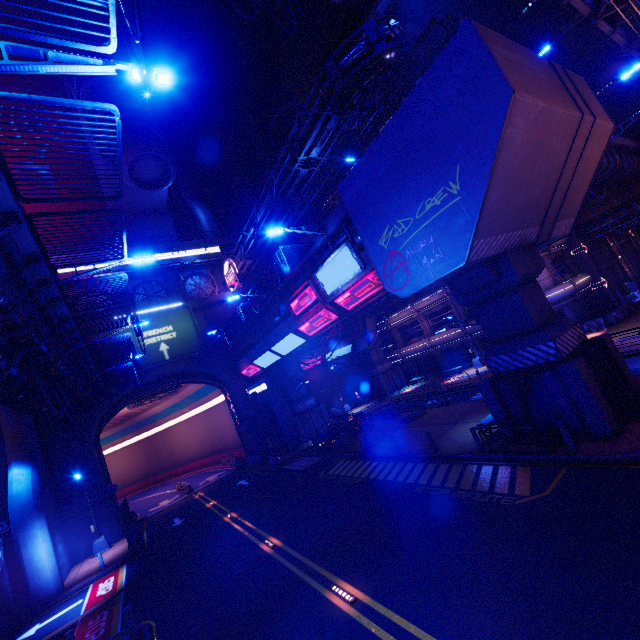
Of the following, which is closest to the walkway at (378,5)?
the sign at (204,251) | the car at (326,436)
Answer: the sign at (204,251)

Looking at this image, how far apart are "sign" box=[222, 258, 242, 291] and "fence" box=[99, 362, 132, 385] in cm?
1425

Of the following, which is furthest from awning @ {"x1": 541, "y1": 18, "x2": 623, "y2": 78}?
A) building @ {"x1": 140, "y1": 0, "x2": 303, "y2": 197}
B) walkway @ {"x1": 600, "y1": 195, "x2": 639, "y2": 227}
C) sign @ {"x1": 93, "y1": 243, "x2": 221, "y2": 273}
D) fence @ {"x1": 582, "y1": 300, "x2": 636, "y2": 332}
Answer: sign @ {"x1": 93, "y1": 243, "x2": 221, "y2": 273}

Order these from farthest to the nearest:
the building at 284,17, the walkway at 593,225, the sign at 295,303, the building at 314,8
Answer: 1. the building at 314,8
2. the building at 284,17
3. the walkway at 593,225
4. the sign at 295,303

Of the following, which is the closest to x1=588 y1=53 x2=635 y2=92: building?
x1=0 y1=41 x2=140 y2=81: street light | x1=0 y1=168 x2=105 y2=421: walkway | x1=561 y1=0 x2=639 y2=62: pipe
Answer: x1=561 y1=0 x2=639 y2=62: pipe

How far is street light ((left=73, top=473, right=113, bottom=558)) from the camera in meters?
23.9

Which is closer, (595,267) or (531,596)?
(531,596)

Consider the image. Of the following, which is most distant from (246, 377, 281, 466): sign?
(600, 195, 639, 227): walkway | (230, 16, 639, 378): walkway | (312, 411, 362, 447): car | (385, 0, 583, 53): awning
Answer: (600, 195, 639, 227): walkway
